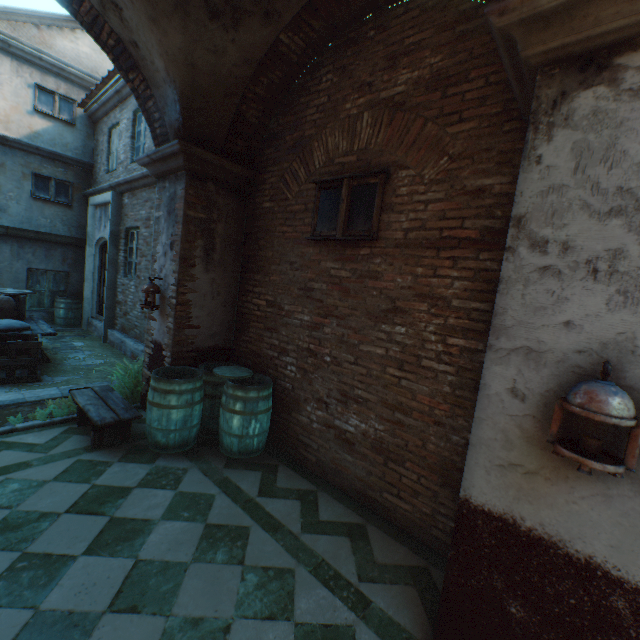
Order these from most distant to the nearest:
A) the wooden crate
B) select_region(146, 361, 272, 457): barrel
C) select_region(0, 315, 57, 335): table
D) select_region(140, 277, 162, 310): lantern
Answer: select_region(0, 315, 57, 335): table < the wooden crate < select_region(140, 277, 162, 310): lantern < select_region(146, 361, 272, 457): barrel

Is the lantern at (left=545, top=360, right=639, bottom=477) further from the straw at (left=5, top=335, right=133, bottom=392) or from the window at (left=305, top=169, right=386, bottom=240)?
the straw at (left=5, top=335, right=133, bottom=392)

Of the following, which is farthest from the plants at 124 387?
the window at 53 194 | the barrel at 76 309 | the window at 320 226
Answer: the window at 53 194

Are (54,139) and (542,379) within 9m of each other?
no

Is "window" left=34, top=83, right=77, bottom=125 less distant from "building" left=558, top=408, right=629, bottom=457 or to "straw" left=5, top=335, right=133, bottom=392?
"building" left=558, top=408, right=629, bottom=457

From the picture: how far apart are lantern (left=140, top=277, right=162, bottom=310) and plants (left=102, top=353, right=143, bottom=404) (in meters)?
1.13

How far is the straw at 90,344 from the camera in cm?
570

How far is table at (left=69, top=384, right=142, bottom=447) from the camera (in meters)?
3.97
